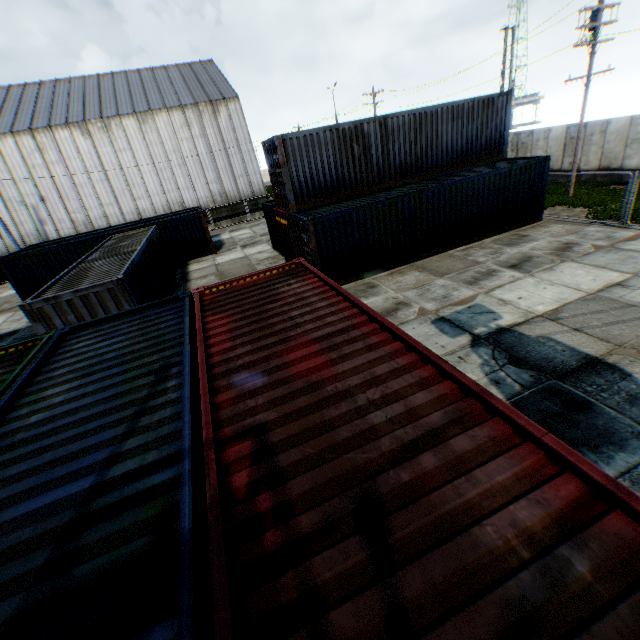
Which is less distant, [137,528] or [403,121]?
[137,528]

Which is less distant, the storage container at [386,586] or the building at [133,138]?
the storage container at [386,586]

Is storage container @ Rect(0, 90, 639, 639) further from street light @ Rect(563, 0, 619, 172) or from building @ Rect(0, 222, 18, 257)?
building @ Rect(0, 222, 18, 257)

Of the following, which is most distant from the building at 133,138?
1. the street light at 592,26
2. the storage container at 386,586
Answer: the storage container at 386,586

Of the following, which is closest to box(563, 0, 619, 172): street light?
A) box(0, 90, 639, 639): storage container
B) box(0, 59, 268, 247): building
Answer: box(0, 59, 268, 247): building
